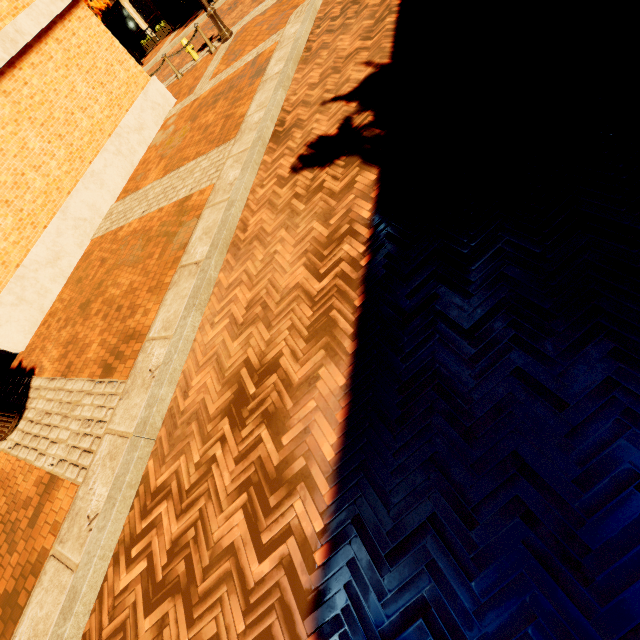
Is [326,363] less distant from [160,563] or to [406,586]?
[406,586]

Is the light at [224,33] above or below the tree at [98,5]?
below

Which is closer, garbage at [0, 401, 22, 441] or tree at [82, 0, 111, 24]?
garbage at [0, 401, 22, 441]

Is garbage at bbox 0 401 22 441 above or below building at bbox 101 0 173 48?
below

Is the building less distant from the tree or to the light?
the tree

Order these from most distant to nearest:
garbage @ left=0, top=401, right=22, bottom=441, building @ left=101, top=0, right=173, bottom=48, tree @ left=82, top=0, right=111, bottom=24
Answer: building @ left=101, top=0, right=173, bottom=48
tree @ left=82, top=0, right=111, bottom=24
garbage @ left=0, top=401, right=22, bottom=441

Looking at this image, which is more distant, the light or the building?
the building

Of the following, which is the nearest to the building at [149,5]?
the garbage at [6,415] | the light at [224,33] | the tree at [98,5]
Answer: the tree at [98,5]
